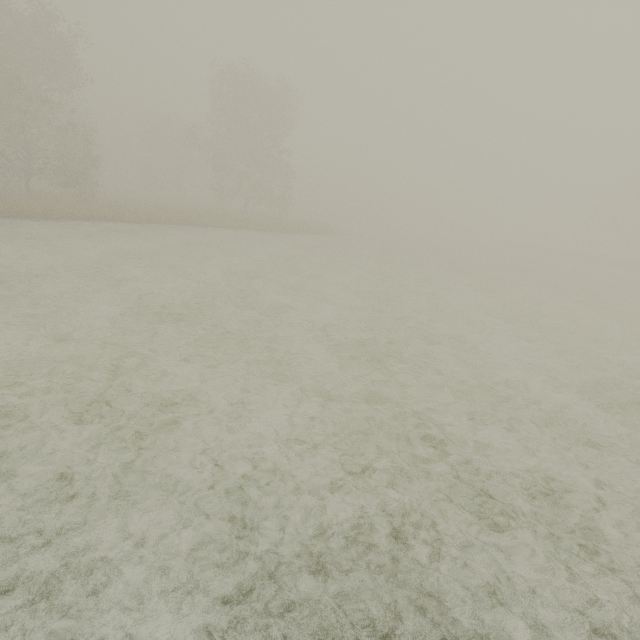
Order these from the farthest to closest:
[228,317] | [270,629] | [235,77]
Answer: [235,77] < [228,317] < [270,629]
